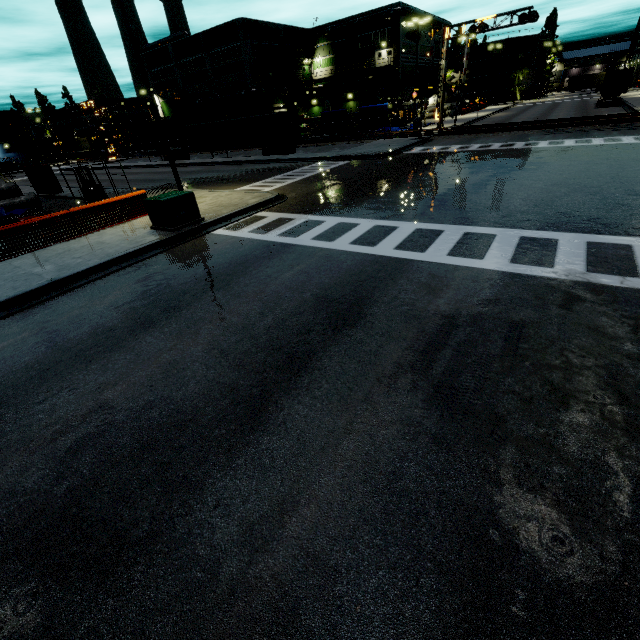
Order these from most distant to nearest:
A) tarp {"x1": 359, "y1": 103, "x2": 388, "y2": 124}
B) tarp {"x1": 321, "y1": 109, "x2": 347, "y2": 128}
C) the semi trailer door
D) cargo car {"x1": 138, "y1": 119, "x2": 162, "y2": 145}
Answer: cargo car {"x1": 138, "y1": 119, "x2": 162, "y2": 145}
tarp {"x1": 321, "y1": 109, "x2": 347, "y2": 128}
tarp {"x1": 359, "y1": 103, "x2": 388, "y2": 124}
the semi trailer door

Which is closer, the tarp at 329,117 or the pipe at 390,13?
the tarp at 329,117

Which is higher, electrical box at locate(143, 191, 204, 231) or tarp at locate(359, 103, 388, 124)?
tarp at locate(359, 103, 388, 124)

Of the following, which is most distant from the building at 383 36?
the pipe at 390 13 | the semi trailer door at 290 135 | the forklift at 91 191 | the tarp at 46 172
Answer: the forklift at 91 191

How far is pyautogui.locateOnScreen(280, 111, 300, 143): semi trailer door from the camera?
30.5 meters

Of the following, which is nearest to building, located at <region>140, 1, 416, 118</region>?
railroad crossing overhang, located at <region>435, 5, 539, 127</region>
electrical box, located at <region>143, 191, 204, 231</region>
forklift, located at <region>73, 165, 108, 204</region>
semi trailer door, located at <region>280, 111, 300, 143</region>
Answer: electrical box, located at <region>143, 191, 204, 231</region>

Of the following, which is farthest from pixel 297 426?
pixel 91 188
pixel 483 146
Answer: pixel 483 146

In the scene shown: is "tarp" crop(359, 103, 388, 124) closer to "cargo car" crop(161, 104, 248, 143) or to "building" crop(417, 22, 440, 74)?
"building" crop(417, 22, 440, 74)
